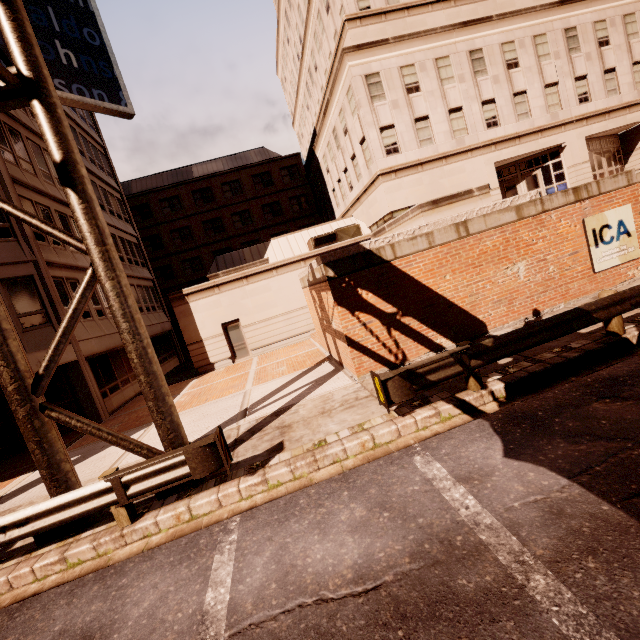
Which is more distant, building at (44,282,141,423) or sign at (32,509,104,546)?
building at (44,282,141,423)

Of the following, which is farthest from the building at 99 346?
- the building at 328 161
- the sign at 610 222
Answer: the sign at 610 222

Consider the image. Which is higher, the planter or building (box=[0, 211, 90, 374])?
building (box=[0, 211, 90, 374])

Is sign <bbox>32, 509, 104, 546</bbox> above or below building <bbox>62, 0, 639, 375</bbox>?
below

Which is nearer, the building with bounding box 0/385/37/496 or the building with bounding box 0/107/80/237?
the building with bounding box 0/385/37/496

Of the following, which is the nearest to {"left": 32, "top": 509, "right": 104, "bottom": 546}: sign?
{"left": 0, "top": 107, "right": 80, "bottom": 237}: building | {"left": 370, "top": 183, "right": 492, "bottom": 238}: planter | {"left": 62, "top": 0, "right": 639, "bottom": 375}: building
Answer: {"left": 0, "top": 107, "right": 80, "bottom": 237}: building

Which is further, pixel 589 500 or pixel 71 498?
pixel 71 498

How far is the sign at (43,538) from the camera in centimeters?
584cm
